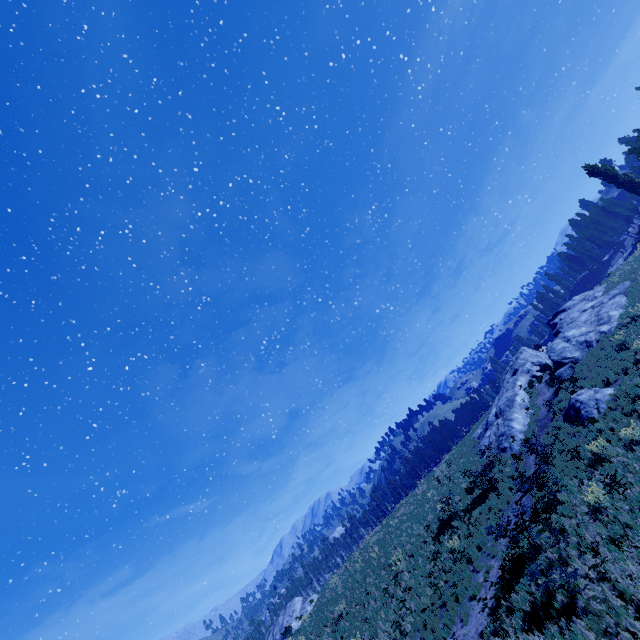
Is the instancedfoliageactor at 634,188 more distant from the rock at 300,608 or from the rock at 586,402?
the rock at 586,402

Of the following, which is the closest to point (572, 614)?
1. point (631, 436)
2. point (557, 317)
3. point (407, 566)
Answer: point (631, 436)

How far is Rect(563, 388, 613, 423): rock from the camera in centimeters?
1675cm

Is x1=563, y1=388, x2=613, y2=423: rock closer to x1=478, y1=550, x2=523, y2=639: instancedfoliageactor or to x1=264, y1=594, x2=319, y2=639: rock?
x1=478, y1=550, x2=523, y2=639: instancedfoliageactor

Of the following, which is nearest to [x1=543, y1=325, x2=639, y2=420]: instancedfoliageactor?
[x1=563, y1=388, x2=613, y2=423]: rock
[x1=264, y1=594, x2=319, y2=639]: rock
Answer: [x1=264, y1=594, x2=319, y2=639]: rock

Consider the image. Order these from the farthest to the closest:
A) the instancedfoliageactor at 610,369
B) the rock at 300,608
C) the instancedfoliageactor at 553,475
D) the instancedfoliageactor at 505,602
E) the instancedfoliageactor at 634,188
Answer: the instancedfoliageactor at 634,188 < the rock at 300,608 < the instancedfoliageactor at 610,369 < the instancedfoliageactor at 553,475 < the instancedfoliageactor at 505,602
